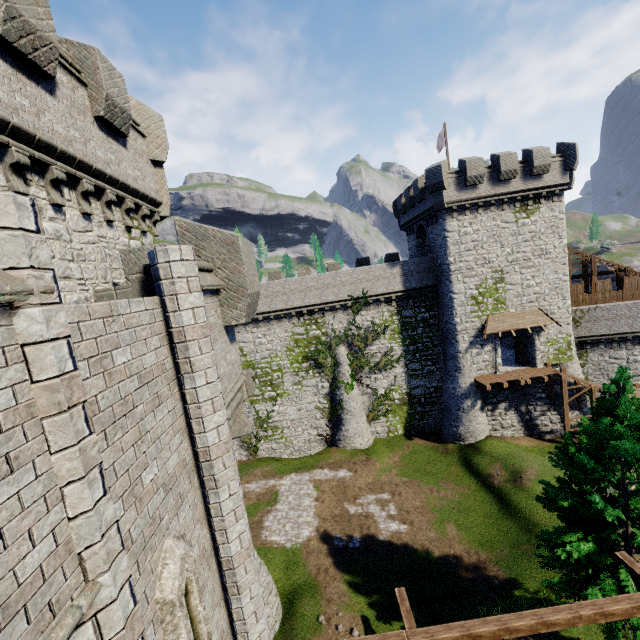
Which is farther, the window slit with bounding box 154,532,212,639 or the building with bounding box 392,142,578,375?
the building with bounding box 392,142,578,375

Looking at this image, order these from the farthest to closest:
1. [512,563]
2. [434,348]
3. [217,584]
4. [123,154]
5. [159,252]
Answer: [434,348] → [512,563] → [123,154] → [217,584] → [159,252]

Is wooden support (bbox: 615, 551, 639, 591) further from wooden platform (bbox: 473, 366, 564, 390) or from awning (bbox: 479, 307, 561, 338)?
awning (bbox: 479, 307, 561, 338)

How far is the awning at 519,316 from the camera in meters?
25.6

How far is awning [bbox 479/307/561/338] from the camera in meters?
25.6

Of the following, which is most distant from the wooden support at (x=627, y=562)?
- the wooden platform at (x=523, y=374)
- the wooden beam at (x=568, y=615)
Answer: the wooden platform at (x=523, y=374)

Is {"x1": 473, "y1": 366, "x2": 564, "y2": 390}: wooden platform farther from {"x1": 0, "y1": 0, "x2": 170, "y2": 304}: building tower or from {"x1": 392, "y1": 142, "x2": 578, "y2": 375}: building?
{"x1": 0, "y1": 0, "x2": 170, "y2": 304}: building tower

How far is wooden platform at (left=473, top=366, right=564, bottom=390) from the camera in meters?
24.8
